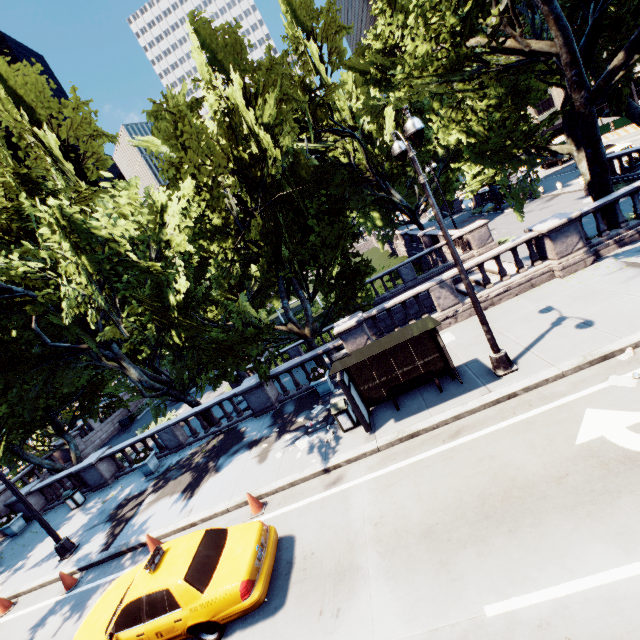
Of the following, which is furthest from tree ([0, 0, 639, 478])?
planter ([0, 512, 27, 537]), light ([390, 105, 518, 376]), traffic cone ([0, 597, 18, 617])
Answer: traffic cone ([0, 597, 18, 617])

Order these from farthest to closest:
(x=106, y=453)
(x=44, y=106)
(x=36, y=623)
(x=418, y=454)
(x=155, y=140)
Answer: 1. (x=155, y=140)
2. (x=106, y=453)
3. (x=44, y=106)
4. (x=36, y=623)
5. (x=418, y=454)

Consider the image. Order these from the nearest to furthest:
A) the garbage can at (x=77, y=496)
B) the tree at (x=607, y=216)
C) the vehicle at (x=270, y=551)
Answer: the vehicle at (x=270, y=551), the tree at (x=607, y=216), the garbage can at (x=77, y=496)

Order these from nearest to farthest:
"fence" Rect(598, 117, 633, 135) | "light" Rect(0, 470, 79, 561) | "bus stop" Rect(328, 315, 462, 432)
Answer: "bus stop" Rect(328, 315, 462, 432) → "light" Rect(0, 470, 79, 561) → "fence" Rect(598, 117, 633, 135)

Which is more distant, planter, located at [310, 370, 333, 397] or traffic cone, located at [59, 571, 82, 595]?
planter, located at [310, 370, 333, 397]

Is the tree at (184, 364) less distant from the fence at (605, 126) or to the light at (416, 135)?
the light at (416, 135)

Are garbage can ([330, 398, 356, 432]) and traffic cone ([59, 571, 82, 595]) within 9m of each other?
no

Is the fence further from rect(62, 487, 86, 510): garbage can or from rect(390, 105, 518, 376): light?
rect(62, 487, 86, 510): garbage can
